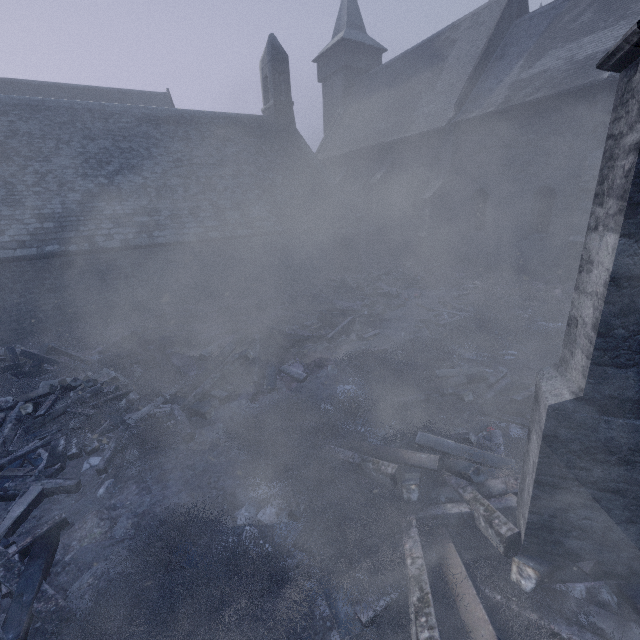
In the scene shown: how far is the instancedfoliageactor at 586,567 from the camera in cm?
292

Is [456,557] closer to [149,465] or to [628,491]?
[628,491]

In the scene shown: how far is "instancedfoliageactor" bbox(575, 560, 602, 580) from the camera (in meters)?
2.92

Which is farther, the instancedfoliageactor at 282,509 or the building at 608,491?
the instancedfoliageactor at 282,509

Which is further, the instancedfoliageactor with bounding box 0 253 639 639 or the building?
the instancedfoliageactor with bounding box 0 253 639 639

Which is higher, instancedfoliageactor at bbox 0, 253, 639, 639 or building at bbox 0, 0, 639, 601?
building at bbox 0, 0, 639, 601

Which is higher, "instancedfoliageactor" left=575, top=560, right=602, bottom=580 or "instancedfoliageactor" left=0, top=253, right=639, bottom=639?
"instancedfoliageactor" left=575, top=560, right=602, bottom=580
